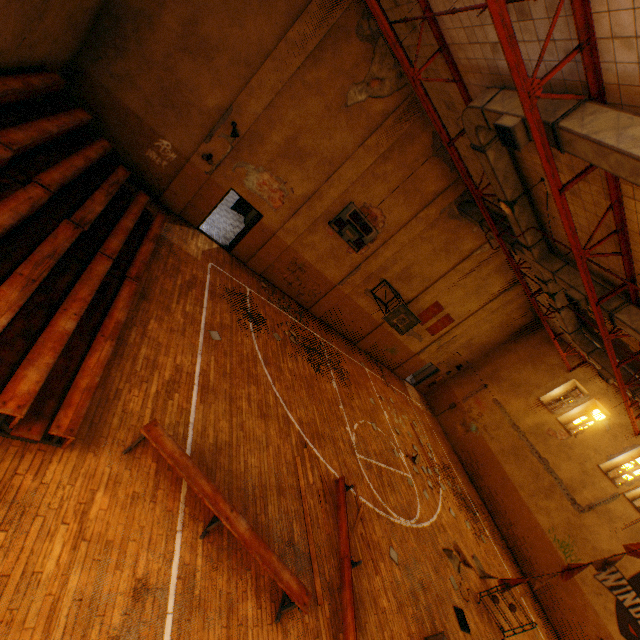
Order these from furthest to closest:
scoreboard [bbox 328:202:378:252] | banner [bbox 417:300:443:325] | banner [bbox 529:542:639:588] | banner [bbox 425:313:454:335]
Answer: banner [bbox 425:313:454:335] < banner [bbox 417:300:443:325] < scoreboard [bbox 328:202:378:252] < banner [bbox 529:542:639:588]

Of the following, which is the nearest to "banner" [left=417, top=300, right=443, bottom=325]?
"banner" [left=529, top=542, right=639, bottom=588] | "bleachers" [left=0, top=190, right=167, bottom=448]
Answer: "banner" [left=529, top=542, right=639, bottom=588]

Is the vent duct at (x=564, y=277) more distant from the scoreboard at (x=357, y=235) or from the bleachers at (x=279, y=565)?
the bleachers at (x=279, y=565)

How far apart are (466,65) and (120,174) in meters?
9.2 m

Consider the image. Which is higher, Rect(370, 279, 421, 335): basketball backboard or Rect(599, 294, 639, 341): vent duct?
Rect(599, 294, 639, 341): vent duct

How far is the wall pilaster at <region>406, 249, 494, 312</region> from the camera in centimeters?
1627cm

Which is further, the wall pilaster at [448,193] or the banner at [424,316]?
the banner at [424,316]

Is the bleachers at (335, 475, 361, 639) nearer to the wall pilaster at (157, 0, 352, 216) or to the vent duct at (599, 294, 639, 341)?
the vent duct at (599, 294, 639, 341)
